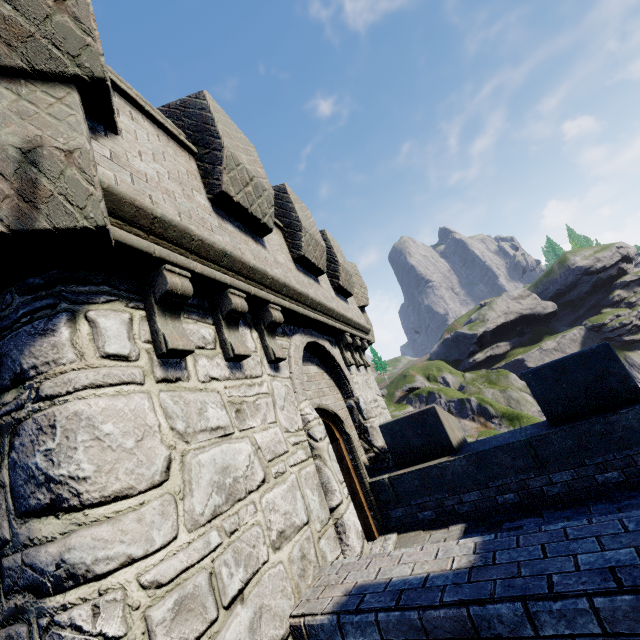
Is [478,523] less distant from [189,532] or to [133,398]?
[189,532]
